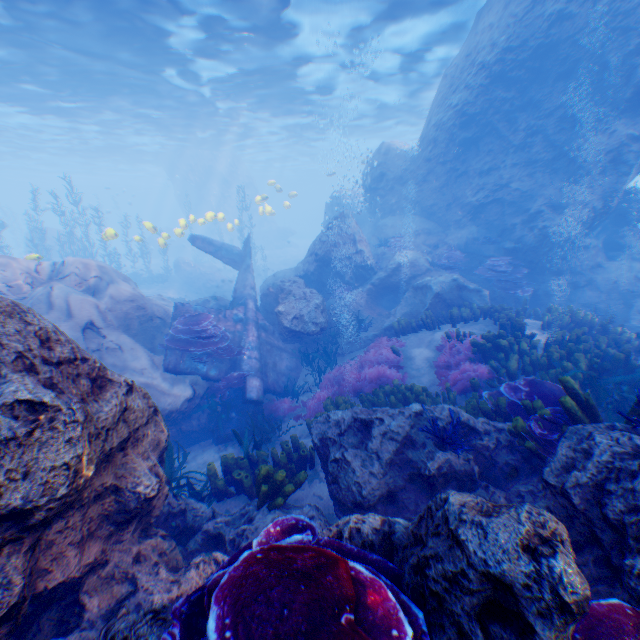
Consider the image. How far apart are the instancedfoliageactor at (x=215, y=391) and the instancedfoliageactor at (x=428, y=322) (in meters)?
5.73

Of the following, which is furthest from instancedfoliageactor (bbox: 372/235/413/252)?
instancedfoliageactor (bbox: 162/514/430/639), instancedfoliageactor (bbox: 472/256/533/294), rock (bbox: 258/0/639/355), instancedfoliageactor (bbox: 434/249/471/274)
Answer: instancedfoliageactor (bbox: 162/514/430/639)

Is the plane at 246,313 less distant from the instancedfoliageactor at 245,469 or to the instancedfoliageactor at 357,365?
the instancedfoliageactor at 357,365

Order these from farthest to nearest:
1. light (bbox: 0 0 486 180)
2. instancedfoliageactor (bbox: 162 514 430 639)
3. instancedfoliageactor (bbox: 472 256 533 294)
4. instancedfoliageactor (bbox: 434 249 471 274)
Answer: instancedfoliageactor (bbox: 434 249 471 274) < light (bbox: 0 0 486 180) < instancedfoliageactor (bbox: 472 256 533 294) < instancedfoliageactor (bbox: 162 514 430 639)

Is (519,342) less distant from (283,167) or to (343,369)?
(343,369)

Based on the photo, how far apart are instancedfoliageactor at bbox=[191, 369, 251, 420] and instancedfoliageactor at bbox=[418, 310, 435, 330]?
5.7 meters

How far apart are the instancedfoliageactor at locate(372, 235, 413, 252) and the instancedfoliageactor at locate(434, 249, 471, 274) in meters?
1.3

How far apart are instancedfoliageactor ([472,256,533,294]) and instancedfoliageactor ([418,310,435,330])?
3.1 meters
